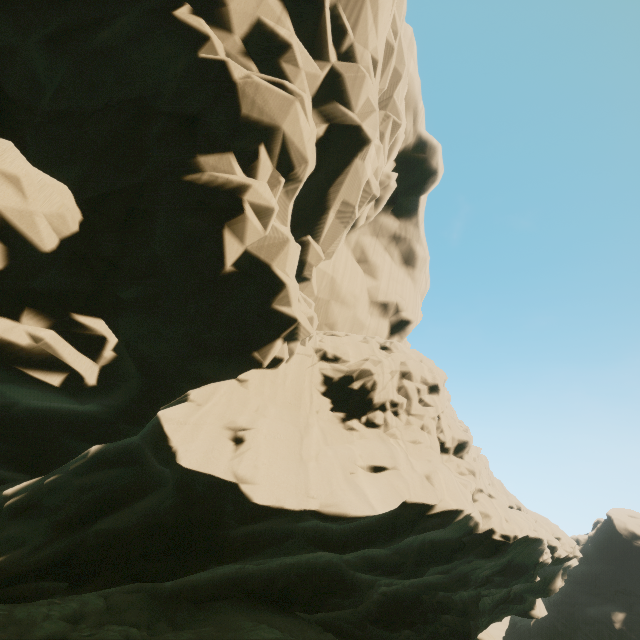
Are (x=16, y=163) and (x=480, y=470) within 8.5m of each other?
no
